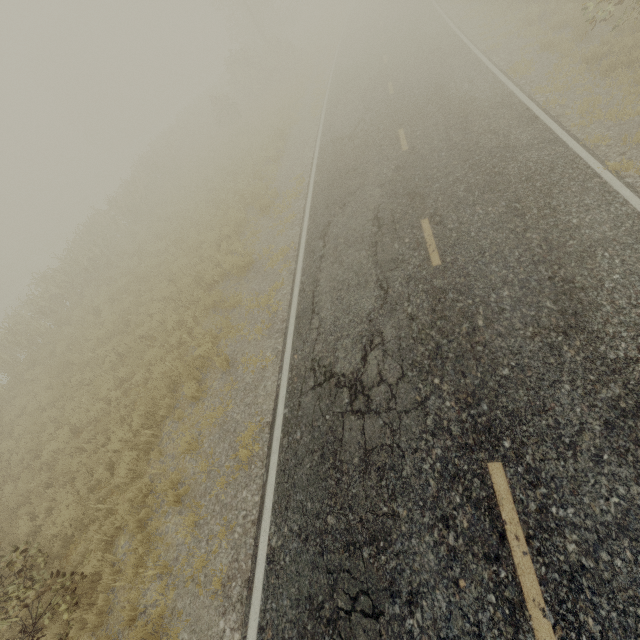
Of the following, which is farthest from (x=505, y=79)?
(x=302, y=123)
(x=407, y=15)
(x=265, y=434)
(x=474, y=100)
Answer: (x=407, y=15)
